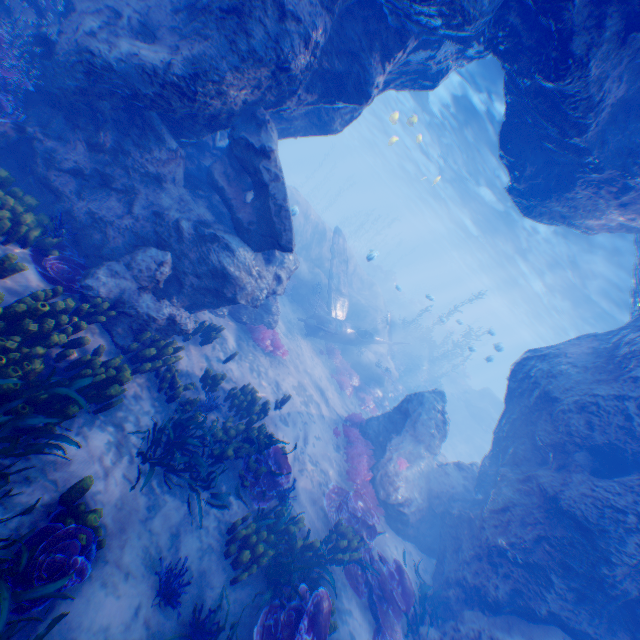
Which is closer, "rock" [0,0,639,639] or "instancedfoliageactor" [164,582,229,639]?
"instancedfoliageactor" [164,582,229,639]

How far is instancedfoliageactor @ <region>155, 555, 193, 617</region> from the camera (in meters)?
4.70

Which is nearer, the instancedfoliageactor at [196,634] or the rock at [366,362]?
the instancedfoliageactor at [196,634]

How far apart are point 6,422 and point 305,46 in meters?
8.0

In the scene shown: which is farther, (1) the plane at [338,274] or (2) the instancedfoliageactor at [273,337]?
(1) the plane at [338,274]

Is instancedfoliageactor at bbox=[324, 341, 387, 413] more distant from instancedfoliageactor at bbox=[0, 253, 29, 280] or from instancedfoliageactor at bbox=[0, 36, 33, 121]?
instancedfoliageactor at bbox=[0, 253, 29, 280]

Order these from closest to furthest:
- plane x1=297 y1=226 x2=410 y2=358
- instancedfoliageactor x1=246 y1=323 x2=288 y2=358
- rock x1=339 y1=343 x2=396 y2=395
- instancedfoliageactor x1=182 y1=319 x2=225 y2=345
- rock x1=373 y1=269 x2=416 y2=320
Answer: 1. instancedfoliageactor x1=182 y1=319 x2=225 y2=345
2. instancedfoliageactor x1=246 y1=323 x2=288 y2=358
3. plane x1=297 y1=226 x2=410 y2=358
4. rock x1=339 y1=343 x2=396 y2=395
5. rock x1=373 y1=269 x2=416 y2=320

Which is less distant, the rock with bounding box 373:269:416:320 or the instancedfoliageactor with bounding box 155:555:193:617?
the instancedfoliageactor with bounding box 155:555:193:617
